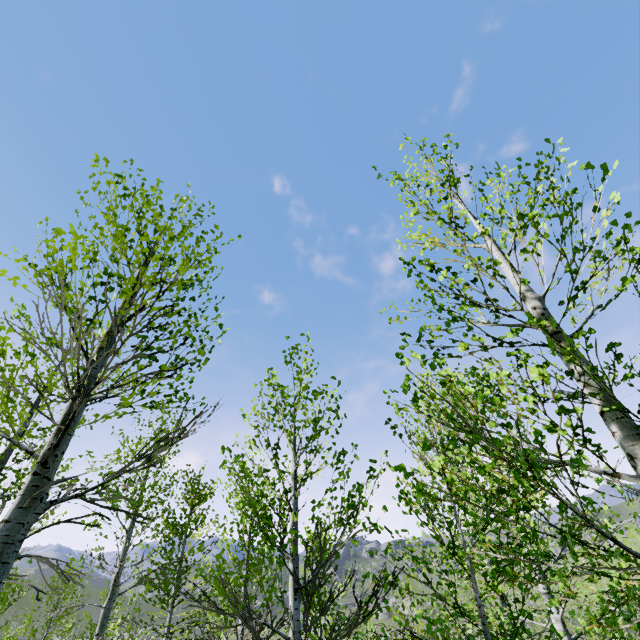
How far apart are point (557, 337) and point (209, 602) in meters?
4.5
